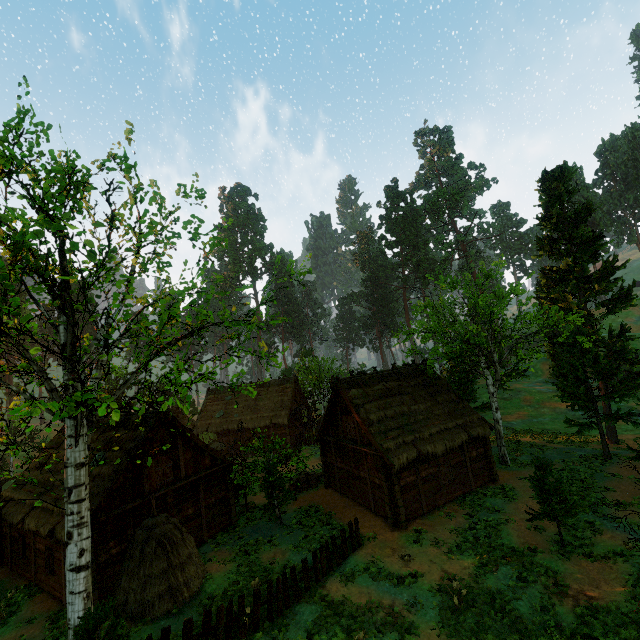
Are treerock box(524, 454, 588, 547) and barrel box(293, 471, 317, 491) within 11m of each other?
no

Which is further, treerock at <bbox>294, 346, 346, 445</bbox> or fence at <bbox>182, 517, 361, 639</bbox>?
treerock at <bbox>294, 346, 346, 445</bbox>

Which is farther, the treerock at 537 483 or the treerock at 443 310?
the treerock at 443 310

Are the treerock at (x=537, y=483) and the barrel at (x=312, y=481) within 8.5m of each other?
no

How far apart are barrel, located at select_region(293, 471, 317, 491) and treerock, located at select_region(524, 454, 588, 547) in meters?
14.9 m

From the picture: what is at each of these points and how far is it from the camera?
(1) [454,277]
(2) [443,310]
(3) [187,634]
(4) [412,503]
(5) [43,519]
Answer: (1) treerock, 25.5 meters
(2) treerock, 27.0 meters
(3) fence, 10.0 meters
(4) building, 17.5 meters
(5) building, 15.7 meters

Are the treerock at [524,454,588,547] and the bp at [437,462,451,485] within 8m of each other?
yes

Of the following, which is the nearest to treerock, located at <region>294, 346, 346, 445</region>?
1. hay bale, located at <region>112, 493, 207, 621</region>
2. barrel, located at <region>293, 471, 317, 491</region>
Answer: barrel, located at <region>293, 471, 317, 491</region>
